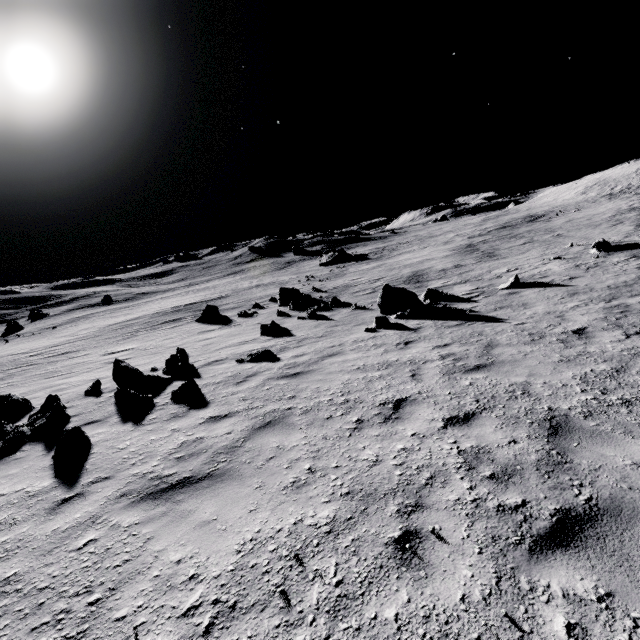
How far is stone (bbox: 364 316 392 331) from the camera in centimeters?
1169cm

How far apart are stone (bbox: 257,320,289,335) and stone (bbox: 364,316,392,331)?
3.9m

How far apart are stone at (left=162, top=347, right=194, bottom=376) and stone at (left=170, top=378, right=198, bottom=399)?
1.4 meters

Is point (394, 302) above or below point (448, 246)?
above

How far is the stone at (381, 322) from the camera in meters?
11.7

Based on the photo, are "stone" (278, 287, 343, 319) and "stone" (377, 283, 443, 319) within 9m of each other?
yes

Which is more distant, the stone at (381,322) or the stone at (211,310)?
the stone at (211,310)

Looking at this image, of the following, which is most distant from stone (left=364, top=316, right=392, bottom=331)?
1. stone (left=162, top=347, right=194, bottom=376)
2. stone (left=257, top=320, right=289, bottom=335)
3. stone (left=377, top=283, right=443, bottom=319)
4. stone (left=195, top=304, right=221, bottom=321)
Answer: stone (left=195, top=304, right=221, bottom=321)
